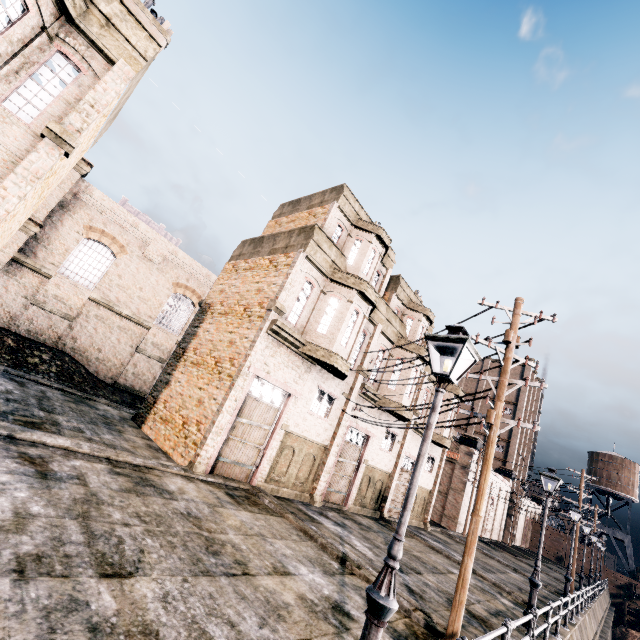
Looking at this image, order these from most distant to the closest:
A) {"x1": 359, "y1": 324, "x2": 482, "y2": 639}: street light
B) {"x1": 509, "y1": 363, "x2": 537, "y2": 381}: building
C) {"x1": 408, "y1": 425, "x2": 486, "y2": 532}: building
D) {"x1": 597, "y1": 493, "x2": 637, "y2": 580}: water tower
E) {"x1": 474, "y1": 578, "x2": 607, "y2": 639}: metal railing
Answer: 1. {"x1": 509, "y1": 363, "x2": 537, "y2": 381}: building
2. {"x1": 597, "y1": 493, "x2": 637, "y2": 580}: water tower
3. {"x1": 408, "y1": 425, "x2": 486, "y2": 532}: building
4. {"x1": 474, "y1": 578, "x2": 607, "y2": 639}: metal railing
5. {"x1": 359, "y1": 324, "x2": 482, "y2": 639}: street light

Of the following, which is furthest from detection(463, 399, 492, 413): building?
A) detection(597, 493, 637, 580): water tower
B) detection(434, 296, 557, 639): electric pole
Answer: detection(597, 493, 637, 580): water tower

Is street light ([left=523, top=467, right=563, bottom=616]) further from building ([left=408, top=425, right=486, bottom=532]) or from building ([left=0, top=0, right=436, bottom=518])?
building ([left=0, top=0, right=436, bottom=518])

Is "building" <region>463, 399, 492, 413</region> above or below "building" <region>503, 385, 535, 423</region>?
below

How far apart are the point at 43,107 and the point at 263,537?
13.7m

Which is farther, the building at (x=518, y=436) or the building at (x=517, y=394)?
the building at (x=517, y=394)

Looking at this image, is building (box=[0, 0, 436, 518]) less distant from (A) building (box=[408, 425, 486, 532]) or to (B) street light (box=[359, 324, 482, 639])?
(A) building (box=[408, 425, 486, 532])

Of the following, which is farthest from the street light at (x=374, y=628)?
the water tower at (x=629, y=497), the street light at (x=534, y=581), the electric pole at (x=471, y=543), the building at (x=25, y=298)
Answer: the water tower at (x=629, y=497)
